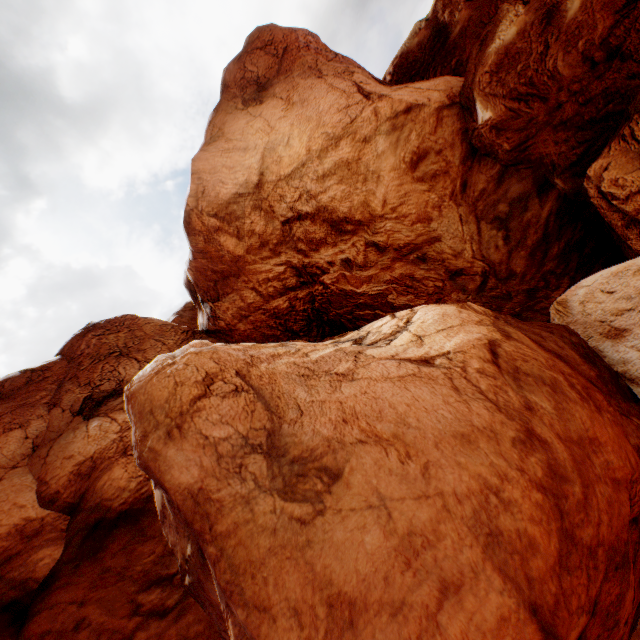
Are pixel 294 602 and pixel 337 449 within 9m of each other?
yes
